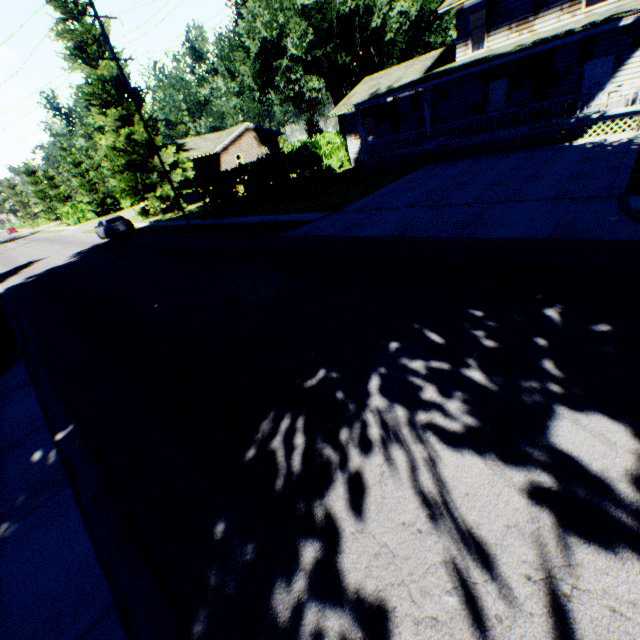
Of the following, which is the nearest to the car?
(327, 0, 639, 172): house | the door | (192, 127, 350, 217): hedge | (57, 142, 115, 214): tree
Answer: (192, 127, 350, 217): hedge

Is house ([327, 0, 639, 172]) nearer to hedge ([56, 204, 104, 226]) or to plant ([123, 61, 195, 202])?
plant ([123, 61, 195, 202])

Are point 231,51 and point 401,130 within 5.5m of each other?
no

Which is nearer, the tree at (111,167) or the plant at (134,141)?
the plant at (134,141)

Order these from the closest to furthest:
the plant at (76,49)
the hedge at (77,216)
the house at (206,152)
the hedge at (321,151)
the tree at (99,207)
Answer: the hedge at (321,151) < the plant at (76,49) < the house at (206,152) < the tree at (99,207) < the hedge at (77,216)

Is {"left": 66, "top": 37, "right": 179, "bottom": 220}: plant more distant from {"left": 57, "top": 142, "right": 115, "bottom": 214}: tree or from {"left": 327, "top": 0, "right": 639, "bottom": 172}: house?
{"left": 57, "top": 142, "right": 115, "bottom": 214}: tree

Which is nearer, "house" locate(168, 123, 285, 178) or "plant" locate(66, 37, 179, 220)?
"plant" locate(66, 37, 179, 220)

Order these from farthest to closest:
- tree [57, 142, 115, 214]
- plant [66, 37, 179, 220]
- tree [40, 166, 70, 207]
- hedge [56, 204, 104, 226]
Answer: tree [40, 166, 70, 207] < hedge [56, 204, 104, 226] < tree [57, 142, 115, 214] < plant [66, 37, 179, 220]
